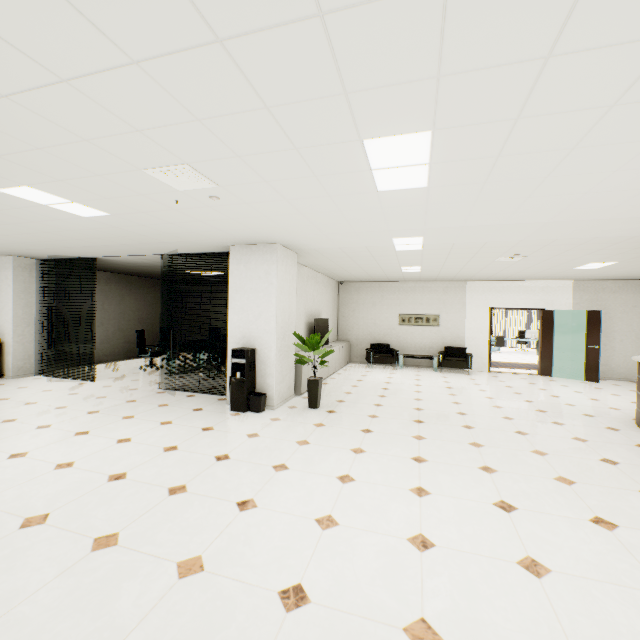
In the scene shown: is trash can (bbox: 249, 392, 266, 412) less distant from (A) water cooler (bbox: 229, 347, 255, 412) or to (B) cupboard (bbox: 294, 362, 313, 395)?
(A) water cooler (bbox: 229, 347, 255, 412)

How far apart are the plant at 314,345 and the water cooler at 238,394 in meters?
0.7 m

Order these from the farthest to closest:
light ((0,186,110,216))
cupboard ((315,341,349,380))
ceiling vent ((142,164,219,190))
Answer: cupboard ((315,341,349,380)) → light ((0,186,110,216)) → ceiling vent ((142,164,219,190))

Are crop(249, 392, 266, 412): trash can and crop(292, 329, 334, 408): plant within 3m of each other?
yes

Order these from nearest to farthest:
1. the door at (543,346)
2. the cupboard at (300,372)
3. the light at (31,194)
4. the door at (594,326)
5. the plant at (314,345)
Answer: the light at (31,194), the plant at (314,345), the cupboard at (300,372), the door at (594,326), the door at (543,346)

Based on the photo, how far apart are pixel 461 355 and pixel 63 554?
10.5 meters

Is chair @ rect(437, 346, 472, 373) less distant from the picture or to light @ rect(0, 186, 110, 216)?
the picture

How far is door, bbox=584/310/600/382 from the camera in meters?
9.1
